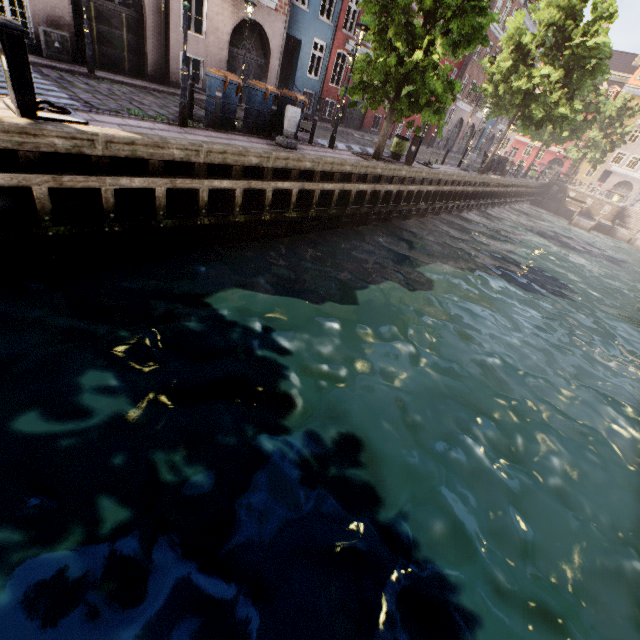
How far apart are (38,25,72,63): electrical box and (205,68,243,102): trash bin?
6.3m

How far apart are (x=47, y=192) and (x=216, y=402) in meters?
4.6 m

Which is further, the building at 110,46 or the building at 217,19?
the building at 217,19

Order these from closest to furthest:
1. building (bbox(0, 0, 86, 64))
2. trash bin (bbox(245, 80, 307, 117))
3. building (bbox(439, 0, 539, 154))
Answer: trash bin (bbox(245, 80, 307, 117)) → building (bbox(0, 0, 86, 64)) → building (bbox(439, 0, 539, 154))

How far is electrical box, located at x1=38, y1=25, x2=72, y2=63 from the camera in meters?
10.7

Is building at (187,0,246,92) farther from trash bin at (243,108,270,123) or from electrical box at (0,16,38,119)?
electrical box at (0,16,38,119)

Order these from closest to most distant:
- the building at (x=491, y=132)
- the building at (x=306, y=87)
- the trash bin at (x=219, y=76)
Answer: the trash bin at (x=219, y=76), the building at (x=306, y=87), the building at (x=491, y=132)

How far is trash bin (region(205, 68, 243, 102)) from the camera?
8.88m
